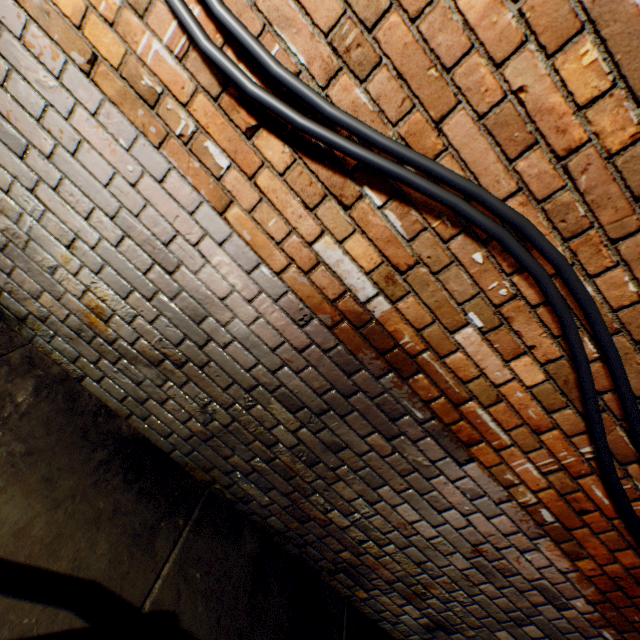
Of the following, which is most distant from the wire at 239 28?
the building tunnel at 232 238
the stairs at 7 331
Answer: the stairs at 7 331

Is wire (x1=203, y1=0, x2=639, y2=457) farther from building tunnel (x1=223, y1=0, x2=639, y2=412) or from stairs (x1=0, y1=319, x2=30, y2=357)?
stairs (x1=0, y1=319, x2=30, y2=357)

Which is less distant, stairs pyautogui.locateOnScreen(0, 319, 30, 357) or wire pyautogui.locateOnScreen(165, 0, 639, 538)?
wire pyautogui.locateOnScreen(165, 0, 639, 538)

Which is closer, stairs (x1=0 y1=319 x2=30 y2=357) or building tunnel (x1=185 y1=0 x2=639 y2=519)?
building tunnel (x1=185 y1=0 x2=639 y2=519)

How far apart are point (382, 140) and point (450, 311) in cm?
65
